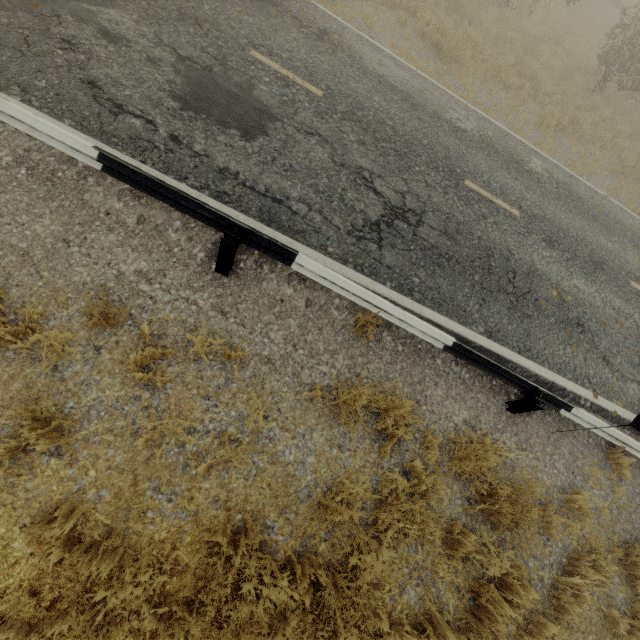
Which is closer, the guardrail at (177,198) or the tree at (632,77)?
the guardrail at (177,198)

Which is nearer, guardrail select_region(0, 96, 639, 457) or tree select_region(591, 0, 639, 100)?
guardrail select_region(0, 96, 639, 457)

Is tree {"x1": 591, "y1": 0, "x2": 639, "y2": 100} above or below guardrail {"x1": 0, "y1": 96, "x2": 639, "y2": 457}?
above

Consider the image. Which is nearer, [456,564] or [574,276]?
[456,564]

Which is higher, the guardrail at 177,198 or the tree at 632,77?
the tree at 632,77
